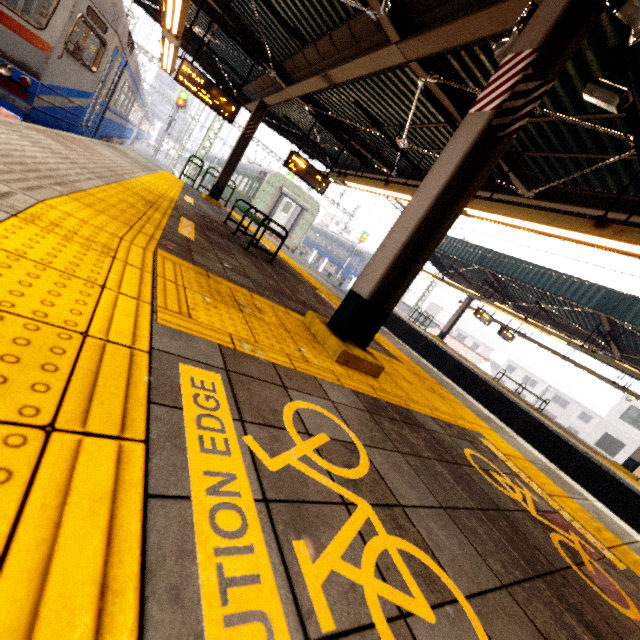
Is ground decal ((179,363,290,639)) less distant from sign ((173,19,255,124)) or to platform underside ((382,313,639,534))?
sign ((173,19,255,124))

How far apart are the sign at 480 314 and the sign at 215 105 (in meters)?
13.67

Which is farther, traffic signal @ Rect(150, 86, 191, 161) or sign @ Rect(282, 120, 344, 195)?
traffic signal @ Rect(150, 86, 191, 161)

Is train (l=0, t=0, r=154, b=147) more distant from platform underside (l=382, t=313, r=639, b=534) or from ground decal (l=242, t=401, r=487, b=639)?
platform underside (l=382, t=313, r=639, b=534)

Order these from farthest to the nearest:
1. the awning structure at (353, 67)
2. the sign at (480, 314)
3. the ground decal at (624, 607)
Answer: the sign at (480, 314) < the awning structure at (353, 67) < the ground decal at (624, 607)

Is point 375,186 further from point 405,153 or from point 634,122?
point 634,122

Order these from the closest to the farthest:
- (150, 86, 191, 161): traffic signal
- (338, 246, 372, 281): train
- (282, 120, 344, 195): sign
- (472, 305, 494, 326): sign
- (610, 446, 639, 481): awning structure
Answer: (282, 120, 344, 195): sign
(610, 446, 639, 481): awning structure
(472, 305, 494, 326): sign
(150, 86, 191, 161): traffic signal
(338, 246, 372, 281): train

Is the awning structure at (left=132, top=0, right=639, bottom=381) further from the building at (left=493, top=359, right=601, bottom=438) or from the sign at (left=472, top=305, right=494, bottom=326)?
the building at (left=493, top=359, right=601, bottom=438)
